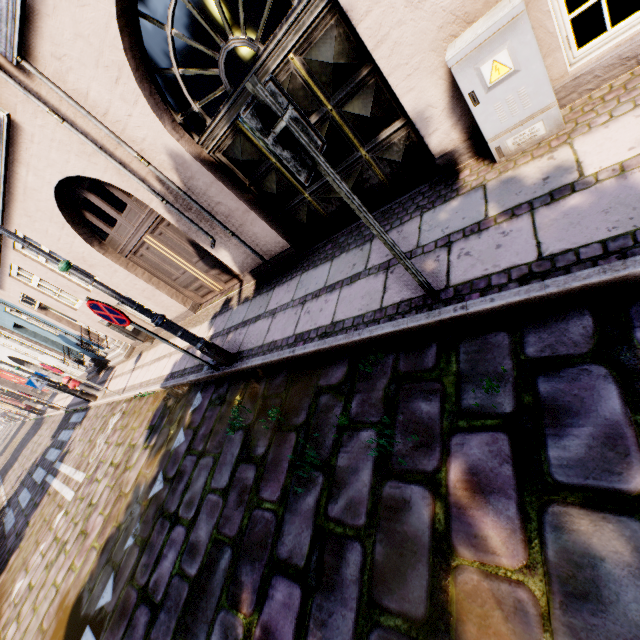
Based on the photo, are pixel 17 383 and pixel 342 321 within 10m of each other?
no

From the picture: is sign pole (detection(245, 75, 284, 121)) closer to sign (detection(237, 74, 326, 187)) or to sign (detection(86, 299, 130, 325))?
sign (detection(237, 74, 326, 187))

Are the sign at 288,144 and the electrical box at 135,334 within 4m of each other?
no

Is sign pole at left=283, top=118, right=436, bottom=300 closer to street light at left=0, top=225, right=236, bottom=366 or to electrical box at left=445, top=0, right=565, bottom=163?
electrical box at left=445, top=0, right=565, bottom=163

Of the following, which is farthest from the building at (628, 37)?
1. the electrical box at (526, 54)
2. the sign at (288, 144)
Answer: the sign at (288, 144)

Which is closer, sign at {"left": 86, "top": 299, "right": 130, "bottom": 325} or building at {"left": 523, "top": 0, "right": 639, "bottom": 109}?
building at {"left": 523, "top": 0, "right": 639, "bottom": 109}

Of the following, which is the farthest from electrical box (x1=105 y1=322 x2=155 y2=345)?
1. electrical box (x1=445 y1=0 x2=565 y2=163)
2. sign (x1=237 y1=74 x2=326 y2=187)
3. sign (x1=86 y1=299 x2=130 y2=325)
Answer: electrical box (x1=445 y1=0 x2=565 y2=163)

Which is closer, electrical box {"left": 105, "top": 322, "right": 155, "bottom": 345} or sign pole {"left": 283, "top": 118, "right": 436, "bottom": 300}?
sign pole {"left": 283, "top": 118, "right": 436, "bottom": 300}
